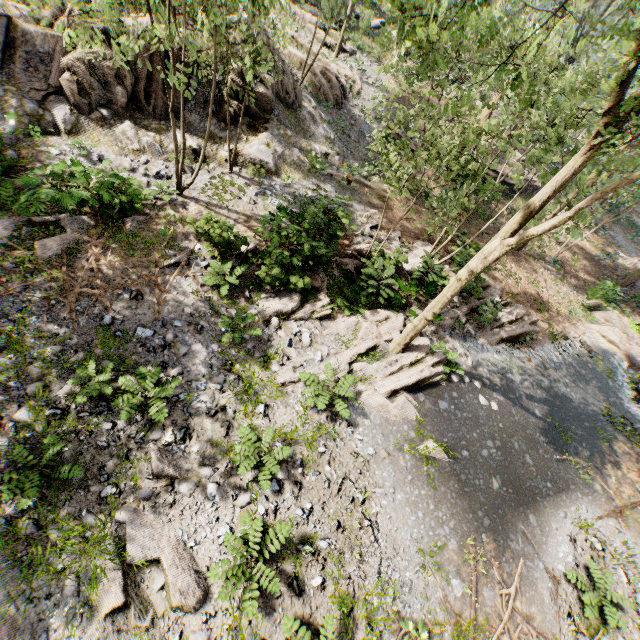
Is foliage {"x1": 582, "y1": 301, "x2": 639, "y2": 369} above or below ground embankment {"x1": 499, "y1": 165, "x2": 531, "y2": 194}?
below

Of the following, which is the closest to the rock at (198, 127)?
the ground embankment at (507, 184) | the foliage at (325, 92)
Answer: the foliage at (325, 92)

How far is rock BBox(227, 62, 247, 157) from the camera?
13.9m

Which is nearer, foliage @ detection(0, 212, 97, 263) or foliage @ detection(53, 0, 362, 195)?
foliage @ detection(53, 0, 362, 195)

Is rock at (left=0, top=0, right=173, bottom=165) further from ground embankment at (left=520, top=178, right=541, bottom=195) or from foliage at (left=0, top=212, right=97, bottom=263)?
ground embankment at (left=520, top=178, right=541, bottom=195)

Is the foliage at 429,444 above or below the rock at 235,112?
below

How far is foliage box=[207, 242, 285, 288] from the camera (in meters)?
10.04

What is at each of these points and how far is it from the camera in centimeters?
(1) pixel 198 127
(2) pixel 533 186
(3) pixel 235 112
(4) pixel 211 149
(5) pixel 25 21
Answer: (1) rock, 1402cm
(2) ground embankment, 2722cm
(3) rock, 1454cm
(4) rock, 1426cm
(5) rock, 1067cm
